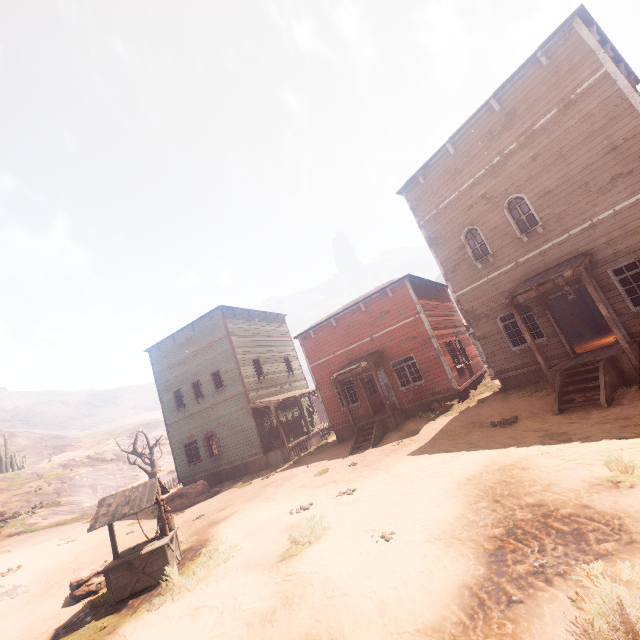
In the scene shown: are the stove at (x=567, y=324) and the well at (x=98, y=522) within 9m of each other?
no

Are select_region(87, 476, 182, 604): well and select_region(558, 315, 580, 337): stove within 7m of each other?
no

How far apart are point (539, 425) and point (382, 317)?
9.55m

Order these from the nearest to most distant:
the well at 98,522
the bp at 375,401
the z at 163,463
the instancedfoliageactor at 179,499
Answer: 1. the well at 98,522
2. the instancedfoliageactor at 179,499
3. the bp at 375,401
4. the z at 163,463

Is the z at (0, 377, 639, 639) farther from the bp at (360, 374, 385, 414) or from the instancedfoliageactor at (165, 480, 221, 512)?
the bp at (360, 374, 385, 414)

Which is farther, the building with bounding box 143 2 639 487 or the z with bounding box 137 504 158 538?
the z with bounding box 137 504 158 538

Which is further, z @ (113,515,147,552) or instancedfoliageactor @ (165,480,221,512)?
instancedfoliageactor @ (165,480,221,512)

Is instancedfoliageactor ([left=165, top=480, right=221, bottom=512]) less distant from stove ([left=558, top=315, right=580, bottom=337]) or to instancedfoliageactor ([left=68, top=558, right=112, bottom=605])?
instancedfoliageactor ([left=68, top=558, right=112, bottom=605])
